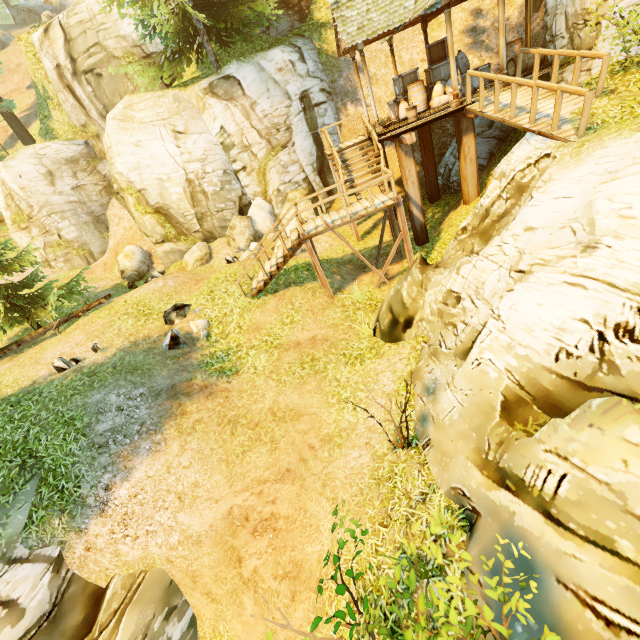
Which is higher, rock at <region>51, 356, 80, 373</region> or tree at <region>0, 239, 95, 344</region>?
tree at <region>0, 239, 95, 344</region>

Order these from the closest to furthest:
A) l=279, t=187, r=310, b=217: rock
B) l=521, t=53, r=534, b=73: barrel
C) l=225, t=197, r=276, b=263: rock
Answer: l=521, t=53, r=534, b=73: barrel
l=225, t=197, r=276, b=263: rock
l=279, t=187, r=310, b=217: rock

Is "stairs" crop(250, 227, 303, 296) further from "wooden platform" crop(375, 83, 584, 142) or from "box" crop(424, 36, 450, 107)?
"box" crop(424, 36, 450, 107)

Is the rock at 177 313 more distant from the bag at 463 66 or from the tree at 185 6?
the bag at 463 66

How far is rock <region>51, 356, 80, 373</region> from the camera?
9.6 meters

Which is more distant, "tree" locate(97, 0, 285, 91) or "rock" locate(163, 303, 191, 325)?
"tree" locate(97, 0, 285, 91)

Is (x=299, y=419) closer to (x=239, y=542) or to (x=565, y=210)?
(x=239, y=542)

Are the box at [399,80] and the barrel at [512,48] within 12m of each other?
yes
